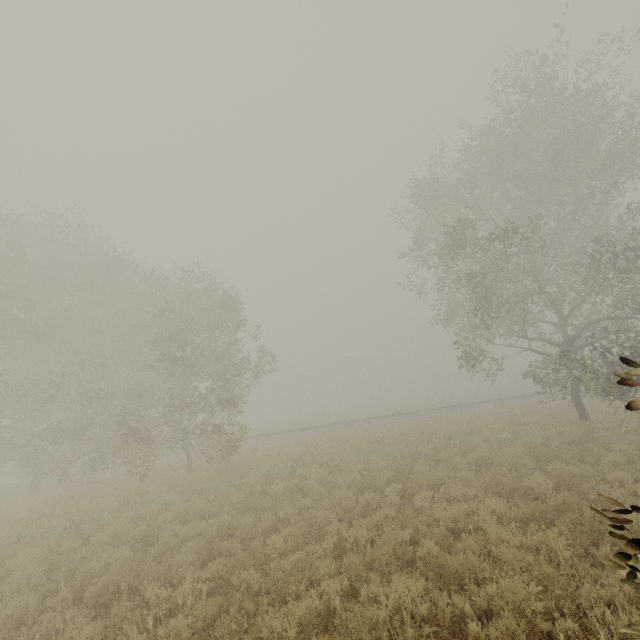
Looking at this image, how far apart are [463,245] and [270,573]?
15.68m

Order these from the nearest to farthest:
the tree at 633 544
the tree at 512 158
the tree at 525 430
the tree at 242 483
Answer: the tree at 633 544, the tree at 242 483, the tree at 512 158, the tree at 525 430

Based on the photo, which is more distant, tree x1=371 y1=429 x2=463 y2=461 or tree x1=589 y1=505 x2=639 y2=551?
tree x1=371 y1=429 x2=463 y2=461

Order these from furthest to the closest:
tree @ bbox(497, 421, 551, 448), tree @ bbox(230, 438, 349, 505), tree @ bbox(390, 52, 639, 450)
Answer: tree @ bbox(497, 421, 551, 448) → tree @ bbox(390, 52, 639, 450) → tree @ bbox(230, 438, 349, 505)

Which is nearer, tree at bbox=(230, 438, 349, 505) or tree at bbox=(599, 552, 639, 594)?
tree at bbox=(599, 552, 639, 594)

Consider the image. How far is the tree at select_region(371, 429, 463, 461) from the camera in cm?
1386

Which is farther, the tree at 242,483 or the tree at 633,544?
the tree at 242,483
